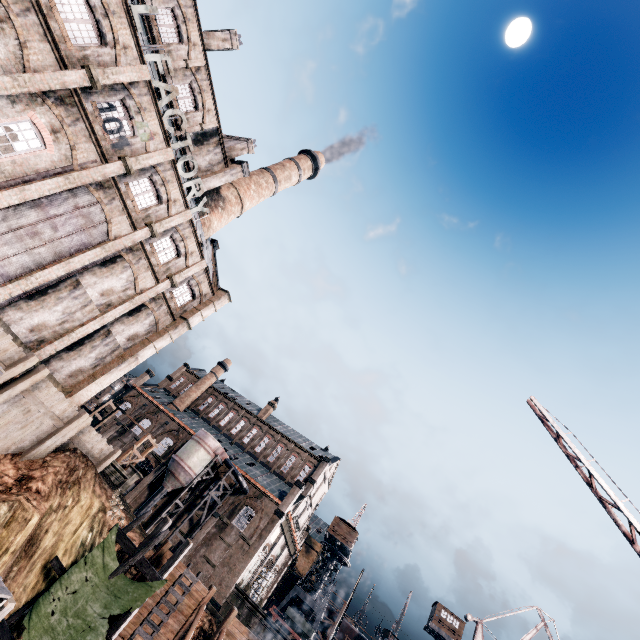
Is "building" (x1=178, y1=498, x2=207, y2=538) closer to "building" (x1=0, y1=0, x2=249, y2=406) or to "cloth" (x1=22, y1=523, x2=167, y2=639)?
"building" (x1=0, y1=0, x2=249, y2=406)

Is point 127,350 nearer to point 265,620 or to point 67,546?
point 67,546

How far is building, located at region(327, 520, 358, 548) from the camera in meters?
57.5 m

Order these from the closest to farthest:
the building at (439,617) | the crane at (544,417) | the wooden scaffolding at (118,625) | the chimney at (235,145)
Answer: the crane at (544,417)
the wooden scaffolding at (118,625)
the chimney at (235,145)
the building at (439,617)

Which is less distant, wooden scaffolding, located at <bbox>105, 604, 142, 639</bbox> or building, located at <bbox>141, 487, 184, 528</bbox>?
wooden scaffolding, located at <bbox>105, 604, 142, 639</bbox>

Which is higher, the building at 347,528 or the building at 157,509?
the building at 347,528

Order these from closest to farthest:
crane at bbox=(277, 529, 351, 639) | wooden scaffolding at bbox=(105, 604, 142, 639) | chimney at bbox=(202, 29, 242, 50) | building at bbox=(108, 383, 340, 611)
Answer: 1. wooden scaffolding at bbox=(105, 604, 142, 639)
2. chimney at bbox=(202, 29, 242, 50)
3. building at bbox=(108, 383, 340, 611)
4. crane at bbox=(277, 529, 351, 639)

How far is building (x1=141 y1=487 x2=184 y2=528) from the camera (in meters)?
42.75
